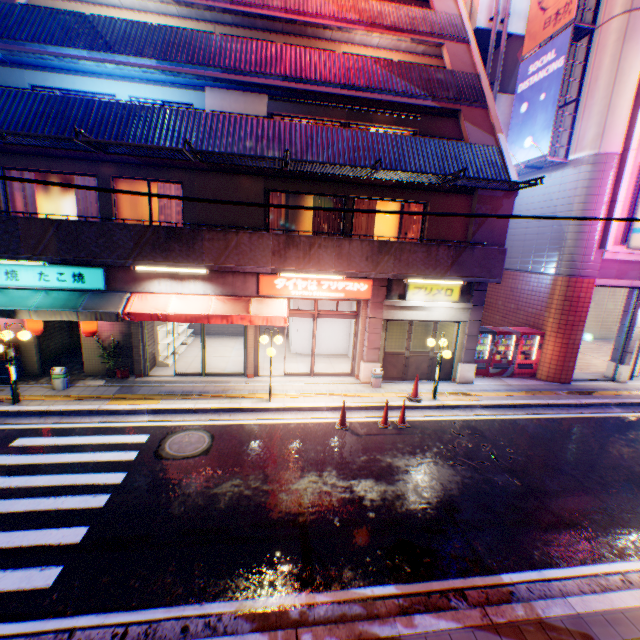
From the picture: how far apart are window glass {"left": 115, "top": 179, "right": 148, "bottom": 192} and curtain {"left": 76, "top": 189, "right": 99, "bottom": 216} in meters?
0.1 m

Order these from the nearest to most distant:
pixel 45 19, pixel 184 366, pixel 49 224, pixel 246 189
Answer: pixel 49 224 → pixel 45 19 → pixel 246 189 → pixel 184 366

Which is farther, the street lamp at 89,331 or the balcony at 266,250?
the street lamp at 89,331

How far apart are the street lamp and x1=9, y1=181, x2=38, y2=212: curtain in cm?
295

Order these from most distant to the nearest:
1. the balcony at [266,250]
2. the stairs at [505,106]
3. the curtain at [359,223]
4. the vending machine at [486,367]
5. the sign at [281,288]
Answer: the stairs at [505,106], the vending machine at [486,367], the curtain at [359,223], the sign at [281,288], the balcony at [266,250]

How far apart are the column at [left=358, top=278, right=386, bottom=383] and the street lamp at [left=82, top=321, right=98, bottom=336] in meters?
9.5 m

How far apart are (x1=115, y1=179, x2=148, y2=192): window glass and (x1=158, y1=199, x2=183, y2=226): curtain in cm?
3

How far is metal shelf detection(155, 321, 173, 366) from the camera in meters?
12.6 m
